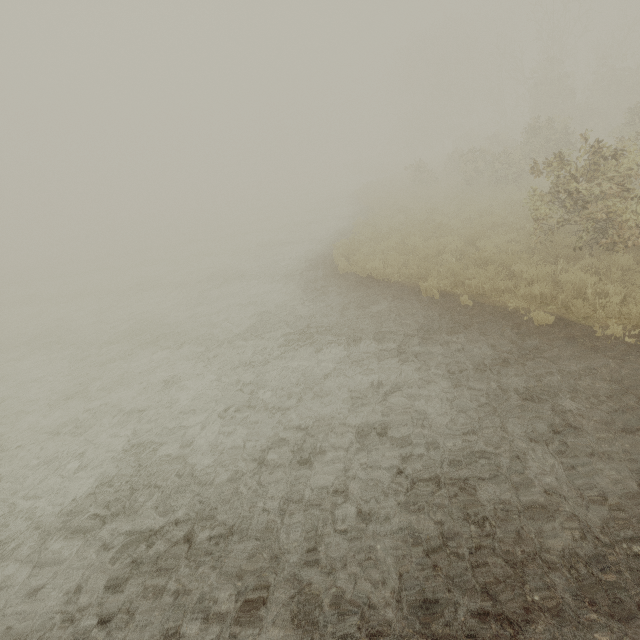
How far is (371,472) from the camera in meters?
4.4 m
